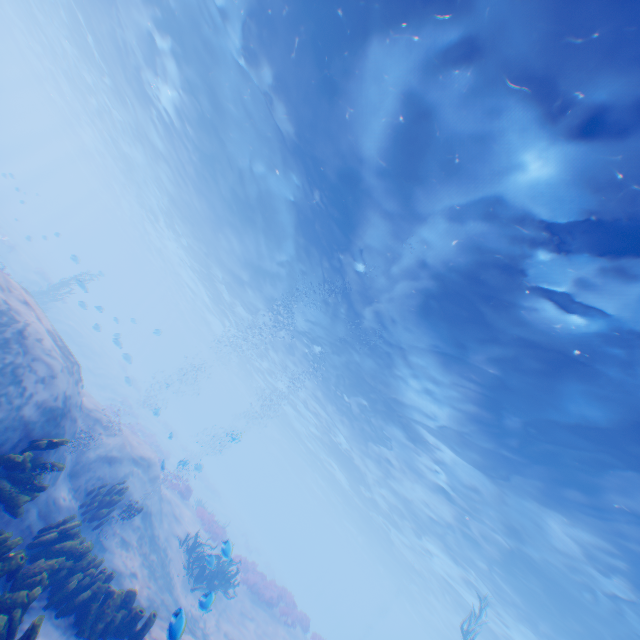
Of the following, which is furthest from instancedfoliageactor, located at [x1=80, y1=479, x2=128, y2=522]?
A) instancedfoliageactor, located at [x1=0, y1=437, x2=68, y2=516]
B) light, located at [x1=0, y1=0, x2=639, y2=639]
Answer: light, located at [x1=0, y1=0, x2=639, y2=639]

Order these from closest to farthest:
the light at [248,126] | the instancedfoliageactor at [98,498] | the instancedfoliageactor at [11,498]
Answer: the instancedfoliageactor at [11,498] < the light at [248,126] < the instancedfoliageactor at [98,498]

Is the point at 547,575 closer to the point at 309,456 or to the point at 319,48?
the point at 319,48

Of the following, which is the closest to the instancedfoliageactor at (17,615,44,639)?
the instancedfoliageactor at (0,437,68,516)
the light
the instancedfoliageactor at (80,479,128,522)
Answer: the instancedfoliageactor at (0,437,68,516)

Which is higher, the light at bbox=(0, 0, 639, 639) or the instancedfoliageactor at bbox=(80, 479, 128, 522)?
the light at bbox=(0, 0, 639, 639)

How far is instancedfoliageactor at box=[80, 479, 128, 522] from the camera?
7.6 meters

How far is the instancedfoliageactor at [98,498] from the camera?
7.57m

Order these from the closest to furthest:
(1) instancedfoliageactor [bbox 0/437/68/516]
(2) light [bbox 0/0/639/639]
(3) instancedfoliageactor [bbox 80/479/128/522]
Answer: (1) instancedfoliageactor [bbox 0/437/68/516]
(2) light [bbox 0/0/639/639]
(3) instancedfoliageactor [bbox 80/479/128/522]
